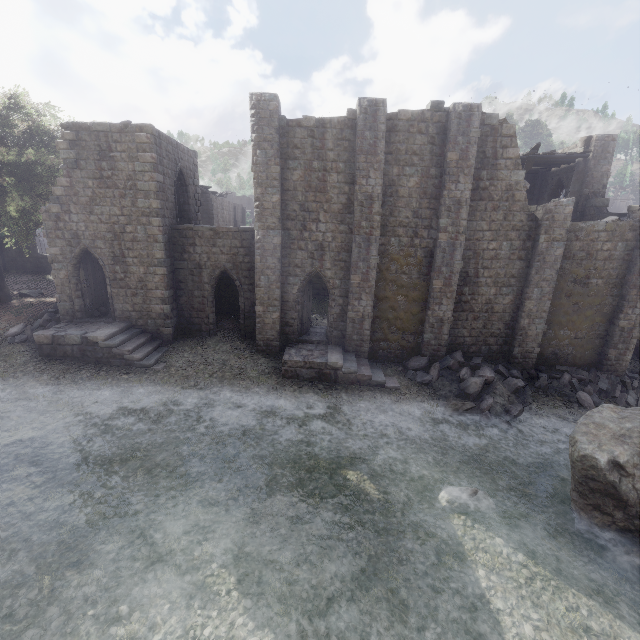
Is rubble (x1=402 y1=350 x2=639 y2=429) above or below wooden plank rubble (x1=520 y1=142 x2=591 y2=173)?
below

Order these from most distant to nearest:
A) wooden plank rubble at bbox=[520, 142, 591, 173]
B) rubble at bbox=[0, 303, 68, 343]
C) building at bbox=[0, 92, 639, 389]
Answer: wooden plank rubble at bbox=[520, 142, 591, 173] → rubble at bbox=[0, 303, 68, 343] → building at bbox=[0, 92, 639, 389]

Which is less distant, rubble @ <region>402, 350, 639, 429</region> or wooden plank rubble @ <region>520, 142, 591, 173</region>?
rubble @ <region>402, 350, 639, 429</region>

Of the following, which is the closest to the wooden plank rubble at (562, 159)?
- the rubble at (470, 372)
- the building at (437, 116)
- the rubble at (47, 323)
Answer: the building at (437, 116)

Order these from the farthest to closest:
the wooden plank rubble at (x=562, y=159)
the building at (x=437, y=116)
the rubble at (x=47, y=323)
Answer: the wooden plank rubble at (x=562, y=159) → the rubble at (x=47, y=323) → the building at (x=437, y=116)

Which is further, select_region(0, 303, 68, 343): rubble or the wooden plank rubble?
the wooden plank rubble

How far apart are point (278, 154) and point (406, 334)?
11.4m

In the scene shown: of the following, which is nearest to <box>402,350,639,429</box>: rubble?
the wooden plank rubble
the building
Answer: the building
